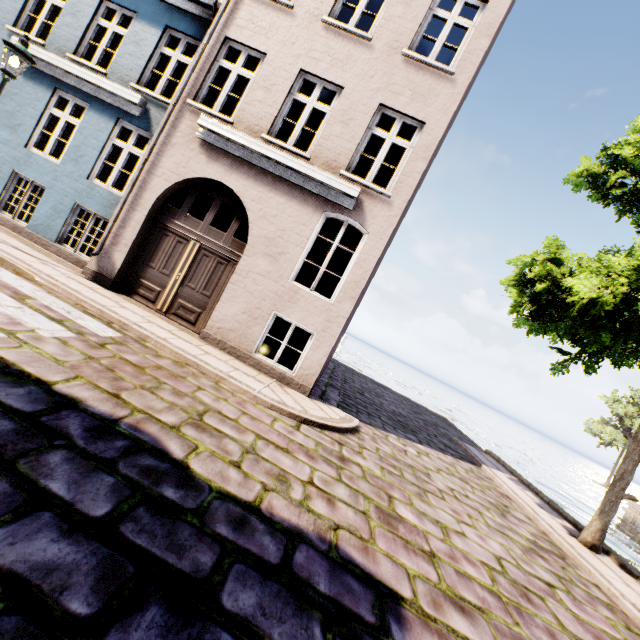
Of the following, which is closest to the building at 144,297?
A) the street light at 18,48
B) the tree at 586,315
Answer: the street light at 18,48

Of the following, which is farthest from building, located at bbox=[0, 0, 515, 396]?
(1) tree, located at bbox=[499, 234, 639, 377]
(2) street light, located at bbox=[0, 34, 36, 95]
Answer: (1) tree, located at bbox=[499, 234, 639, 377]

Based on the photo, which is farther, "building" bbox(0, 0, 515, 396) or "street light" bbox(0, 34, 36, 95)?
"building" bbox(0, 0, 515, 396)

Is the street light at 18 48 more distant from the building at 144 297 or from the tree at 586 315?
the tree at 586 315

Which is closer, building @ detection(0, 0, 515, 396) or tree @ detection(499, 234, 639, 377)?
tree @ detection(499, 234, 639, 377)

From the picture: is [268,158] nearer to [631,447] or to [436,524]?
[436,524]

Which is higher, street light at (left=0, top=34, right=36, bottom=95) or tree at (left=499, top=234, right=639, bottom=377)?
tree at (left=499, top=234, right=639, bottom=377)

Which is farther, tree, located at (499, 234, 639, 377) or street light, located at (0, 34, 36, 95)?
street light, located at (0, 34, 36, 95)
